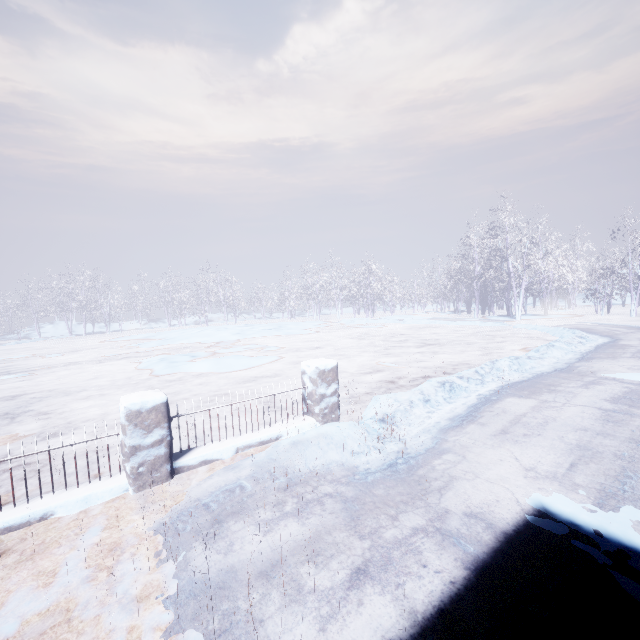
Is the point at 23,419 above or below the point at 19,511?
below
